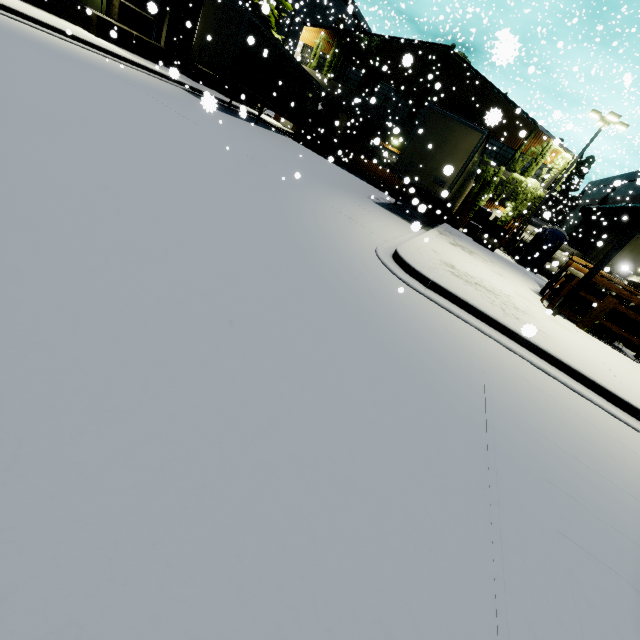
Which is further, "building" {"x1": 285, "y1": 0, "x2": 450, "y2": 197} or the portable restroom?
"building" {"x1": 285, "y1": 0, "x2": 450, "y2": 197}

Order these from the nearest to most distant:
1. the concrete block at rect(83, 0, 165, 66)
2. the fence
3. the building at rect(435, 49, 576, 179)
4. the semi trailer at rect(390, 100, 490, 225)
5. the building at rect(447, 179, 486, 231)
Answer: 1. the fence
2. the semi trailer at rect(390, 100, 490, 225)
3. the concrete block at rect(83, 0, 165, 66)
4. the building at rect(435, 49, 576, 179)
5. the building at rect(447, 179, 486, 231)

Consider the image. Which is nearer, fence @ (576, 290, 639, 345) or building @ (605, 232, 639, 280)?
fence @ (576, 290, 639, 345)

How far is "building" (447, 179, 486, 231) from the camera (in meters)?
25.61

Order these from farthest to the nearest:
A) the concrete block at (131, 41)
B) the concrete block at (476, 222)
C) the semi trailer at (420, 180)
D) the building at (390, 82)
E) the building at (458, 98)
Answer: the building at (390, 82) → the building at (458, 98) → the concrete block at (476, 222) → the concrete block at (131, 41) → the semi trailer at (420, 180)

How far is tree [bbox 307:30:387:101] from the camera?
25.7m

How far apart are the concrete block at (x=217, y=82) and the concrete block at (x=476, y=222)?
18.7 meters

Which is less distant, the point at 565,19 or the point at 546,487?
the point at 546,487
